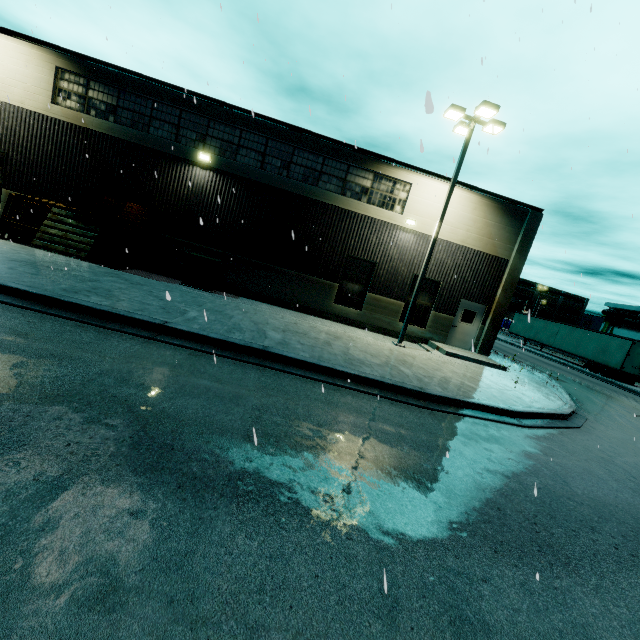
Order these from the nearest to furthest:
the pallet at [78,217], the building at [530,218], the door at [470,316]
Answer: the pallet at [78,217]
the building at [530,218]
the door at [470,316]

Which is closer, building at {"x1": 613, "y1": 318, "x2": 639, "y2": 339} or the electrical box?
the electrical box

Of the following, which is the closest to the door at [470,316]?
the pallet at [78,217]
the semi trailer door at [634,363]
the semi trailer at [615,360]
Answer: the semi trailer at [615,360]

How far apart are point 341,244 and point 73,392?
12.9 meters

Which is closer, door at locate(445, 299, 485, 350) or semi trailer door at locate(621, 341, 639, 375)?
door at locate(445, 299, 485, 350)

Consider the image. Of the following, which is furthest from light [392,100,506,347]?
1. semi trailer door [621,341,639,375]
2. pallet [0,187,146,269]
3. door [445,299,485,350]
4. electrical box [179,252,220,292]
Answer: semi trailer door [621,341,639,375]

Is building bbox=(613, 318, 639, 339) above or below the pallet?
above

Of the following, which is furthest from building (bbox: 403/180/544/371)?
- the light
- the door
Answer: the light
